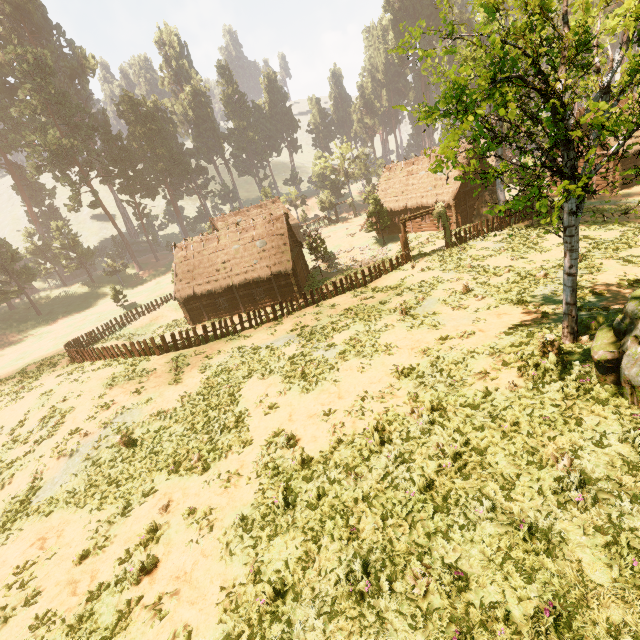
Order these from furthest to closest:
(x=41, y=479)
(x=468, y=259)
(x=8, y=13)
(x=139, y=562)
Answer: (x=8, y=13)
(x=468, y=259)
(x=41, y=479)
(x=139, y=562)

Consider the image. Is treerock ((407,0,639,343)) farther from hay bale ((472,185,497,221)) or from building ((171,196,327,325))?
hay bale ((472,185,497,221))

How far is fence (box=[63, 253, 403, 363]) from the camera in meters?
20.4

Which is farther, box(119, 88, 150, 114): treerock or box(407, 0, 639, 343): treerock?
box(119, 88, 150, 114): treerock

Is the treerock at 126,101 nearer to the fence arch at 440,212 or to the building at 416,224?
the building at 416,224

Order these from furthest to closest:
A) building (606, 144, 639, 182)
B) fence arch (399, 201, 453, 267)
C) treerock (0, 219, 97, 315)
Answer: treerock (0, 219, 97, 315) → building (606, 144, 639, 182) → fence arch (399, 201, 453, 267)

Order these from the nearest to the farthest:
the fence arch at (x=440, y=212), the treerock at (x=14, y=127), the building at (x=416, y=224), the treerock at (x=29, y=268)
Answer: the fence arch at (x=440, y=212), the building at (x=416, y=224), the treerock at (x=29, y=268), the treerock at (x=14, y=127)

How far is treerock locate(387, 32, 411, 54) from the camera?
7.62m
